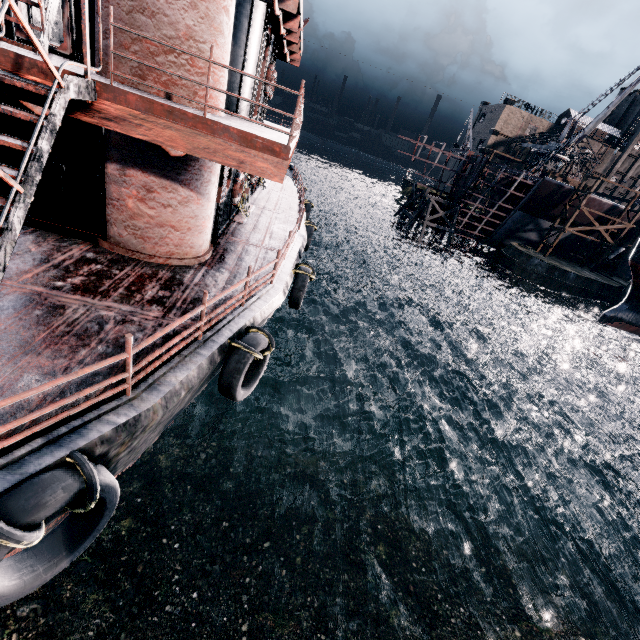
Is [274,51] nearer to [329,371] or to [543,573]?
[329,371]

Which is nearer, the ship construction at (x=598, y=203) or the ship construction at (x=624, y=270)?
Answer: the ship construction at (x=598, y=203)

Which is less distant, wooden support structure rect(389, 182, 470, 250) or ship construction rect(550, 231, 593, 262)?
wooden support structure rect(389, 182, 470, 250)

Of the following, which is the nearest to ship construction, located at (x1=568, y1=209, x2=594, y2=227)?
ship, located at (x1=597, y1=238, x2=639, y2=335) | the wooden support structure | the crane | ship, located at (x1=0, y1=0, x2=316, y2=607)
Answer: the wooden support structure

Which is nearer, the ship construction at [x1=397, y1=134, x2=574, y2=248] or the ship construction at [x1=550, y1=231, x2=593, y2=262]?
the ship construction at [x1=397, y1=134, x2=574, y2=248]

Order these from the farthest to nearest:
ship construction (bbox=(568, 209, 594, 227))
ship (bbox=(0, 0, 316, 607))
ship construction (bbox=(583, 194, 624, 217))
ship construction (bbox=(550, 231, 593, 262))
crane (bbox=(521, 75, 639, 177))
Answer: ship construction (bbox=(550, 231, 593, 262)), ship construction (bbox=(568, 209, 594, 227)), ship construction (bbox=(583, 194, 624, 217)), crane (bbox=(521, 75, 639, 177)), ship (bbox=(0, 0, 316, 607))

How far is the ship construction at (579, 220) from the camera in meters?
46.4
